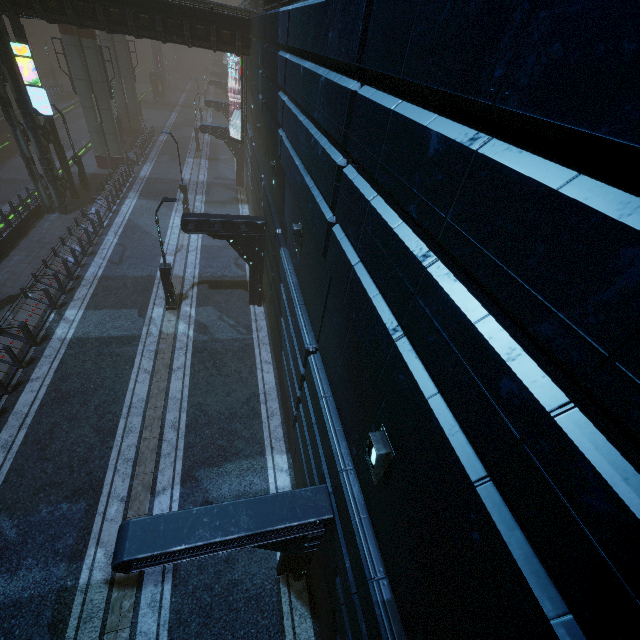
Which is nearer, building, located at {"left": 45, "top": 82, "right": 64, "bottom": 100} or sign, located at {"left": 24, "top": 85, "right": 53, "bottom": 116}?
sign, located at {"left": 24, "top": 85, "right": 53, "bottom": 116}

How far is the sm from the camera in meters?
23.4 m

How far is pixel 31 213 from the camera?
20.3 meters

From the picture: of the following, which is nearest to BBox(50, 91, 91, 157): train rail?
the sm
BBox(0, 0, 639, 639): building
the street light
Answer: BBox(0, 0, 639, 639): building

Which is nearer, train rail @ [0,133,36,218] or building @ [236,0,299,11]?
building @ [236,0,299,11]

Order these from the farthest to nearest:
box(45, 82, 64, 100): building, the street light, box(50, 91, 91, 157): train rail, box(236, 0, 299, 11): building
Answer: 1. box(45, 82, 64, 100): building
2. box(50, 91, 91, 157): train rail
3. the street light
4. box(236, 0, 299, 11): building

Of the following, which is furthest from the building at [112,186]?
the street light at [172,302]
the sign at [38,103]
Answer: the street light at [172,302]
